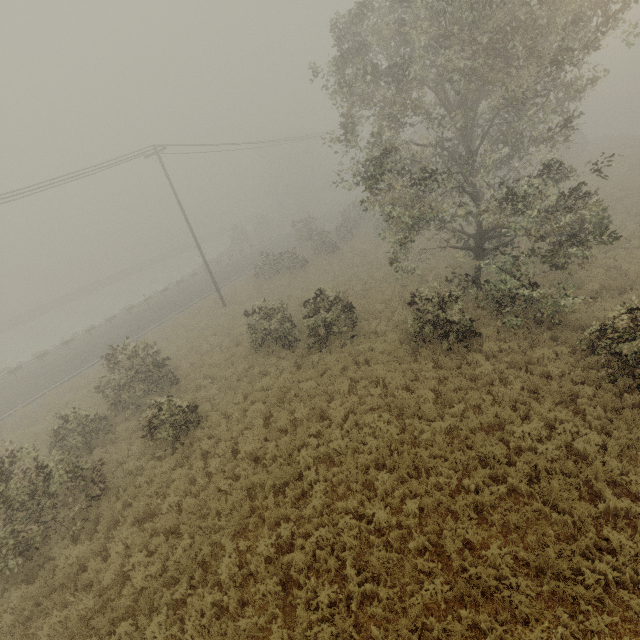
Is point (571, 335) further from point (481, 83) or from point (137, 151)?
point (137, 151)
